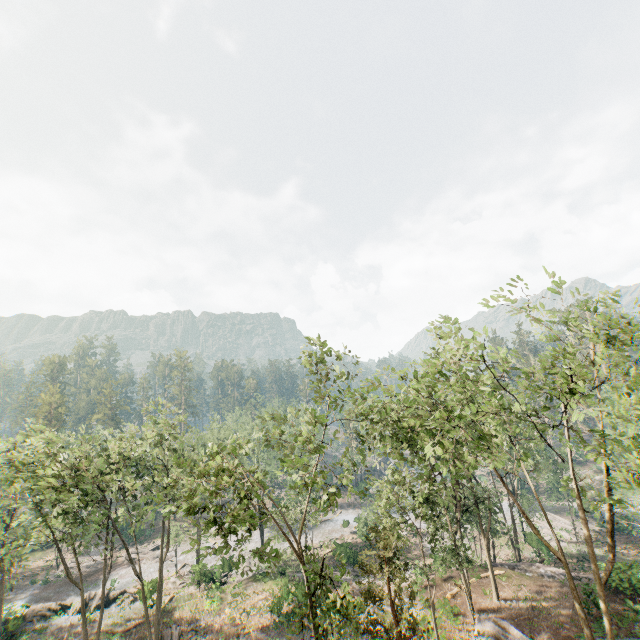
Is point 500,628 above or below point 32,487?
below

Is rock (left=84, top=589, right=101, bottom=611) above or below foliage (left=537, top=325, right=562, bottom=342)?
below

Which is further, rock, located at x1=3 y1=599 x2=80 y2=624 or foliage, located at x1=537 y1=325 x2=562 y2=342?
rock, located at x1=3 y1=599 x2=80 y2=624

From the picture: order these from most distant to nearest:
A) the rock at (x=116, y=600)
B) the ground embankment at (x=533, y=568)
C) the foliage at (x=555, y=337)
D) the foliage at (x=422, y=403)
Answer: the rock at (x=116, y=600) < the ground embankment at (x=533, y=568) < the foliage at (x=555, y=337) < the foliage at (x=422, y=403)

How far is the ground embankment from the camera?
29.1m

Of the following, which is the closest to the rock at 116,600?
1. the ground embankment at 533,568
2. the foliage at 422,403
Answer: the foliage at 422,403

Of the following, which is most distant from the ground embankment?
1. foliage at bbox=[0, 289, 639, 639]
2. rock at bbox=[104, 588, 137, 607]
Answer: rock at bbox=[104, 588, 137, 607]

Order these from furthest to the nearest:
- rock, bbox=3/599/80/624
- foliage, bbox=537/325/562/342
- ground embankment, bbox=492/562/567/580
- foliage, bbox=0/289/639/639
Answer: rock, bbox=3/599/80/624
ground embankment, bbox=492/562/567/580
foliage, bbox=537/325/562/342
foliage, bbox=0/289/639/639
